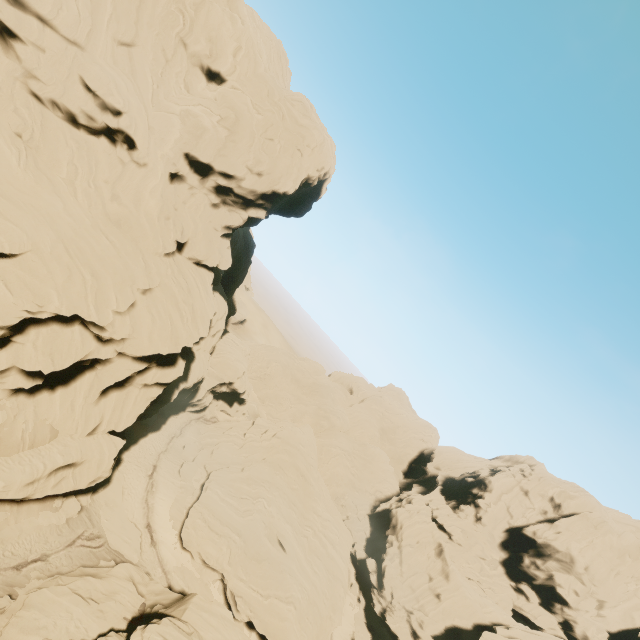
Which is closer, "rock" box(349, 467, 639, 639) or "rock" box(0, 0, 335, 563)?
"rock" box(0, 0, 335, 563)

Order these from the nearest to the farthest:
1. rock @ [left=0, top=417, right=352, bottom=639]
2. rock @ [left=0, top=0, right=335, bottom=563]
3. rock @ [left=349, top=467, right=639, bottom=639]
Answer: rock @ [left=0, top=417, right=352, bottom=639] < rock @ [left=0, top=0, right=335, bottom=563] < rock @ [left=349, top=467, right=639, bottom=639]

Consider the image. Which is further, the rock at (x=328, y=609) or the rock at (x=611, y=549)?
the rock at (x=611, y=549)

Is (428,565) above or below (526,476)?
below

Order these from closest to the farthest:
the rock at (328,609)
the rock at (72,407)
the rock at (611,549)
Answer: the rock at (328,609) < the rock at (72,407) < the rock at (611,549)
